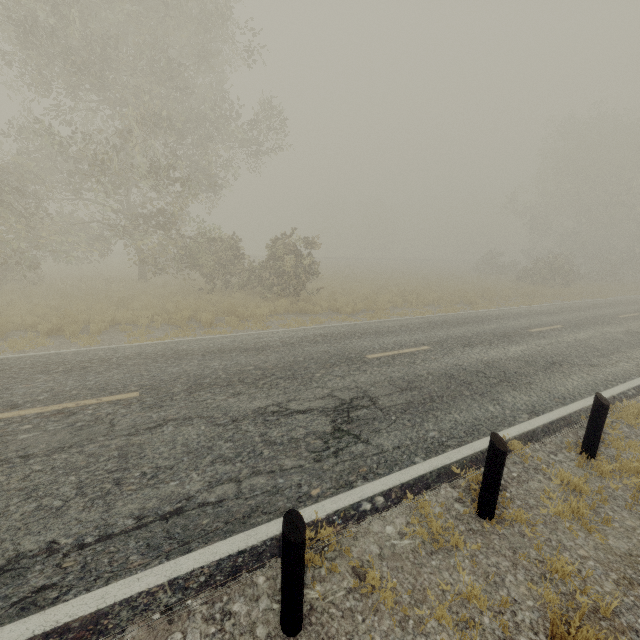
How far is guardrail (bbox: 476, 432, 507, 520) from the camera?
3.6 meters

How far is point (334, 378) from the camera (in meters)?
6.94

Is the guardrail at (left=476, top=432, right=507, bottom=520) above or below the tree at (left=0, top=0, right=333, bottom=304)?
below

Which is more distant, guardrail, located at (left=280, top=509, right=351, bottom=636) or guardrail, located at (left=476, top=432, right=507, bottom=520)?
guardrail, located at (left=476, top=432, right=507, bottom=520)

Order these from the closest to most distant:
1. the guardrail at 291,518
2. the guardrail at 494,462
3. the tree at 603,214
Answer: the guardrail at 291,518 < the guardrail at 494,462 < the tree at 603,214

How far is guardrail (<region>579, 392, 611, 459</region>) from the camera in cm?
484

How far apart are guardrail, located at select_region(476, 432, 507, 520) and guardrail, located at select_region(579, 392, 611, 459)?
2.24m

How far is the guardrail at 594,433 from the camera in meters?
4.8
